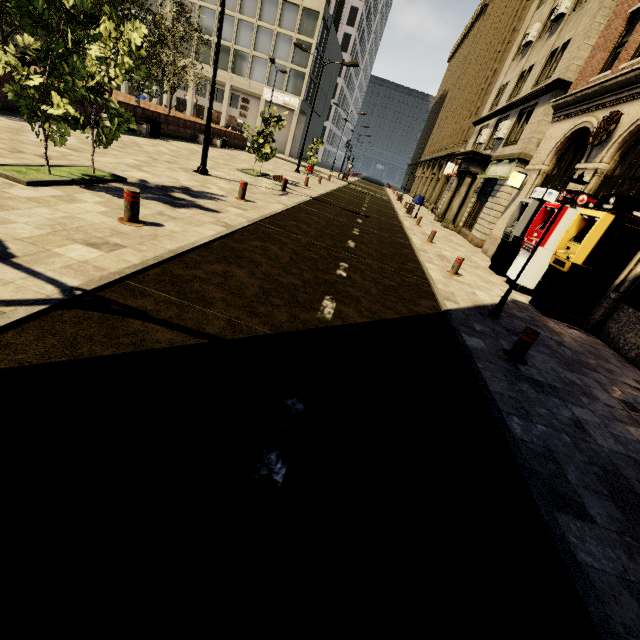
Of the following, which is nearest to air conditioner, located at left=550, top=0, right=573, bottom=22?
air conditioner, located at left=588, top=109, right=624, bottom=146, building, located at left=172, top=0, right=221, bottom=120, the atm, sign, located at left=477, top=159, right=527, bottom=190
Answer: building, located at left=172, top=0, right=221, bottom=120

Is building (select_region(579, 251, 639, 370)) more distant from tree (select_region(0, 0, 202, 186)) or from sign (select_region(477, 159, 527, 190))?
tree (select_region(0, 0, 202, 186))

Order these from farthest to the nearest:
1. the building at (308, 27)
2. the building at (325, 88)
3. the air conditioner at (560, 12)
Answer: the building at (325, 88) → the building at (308, 27) → the air conditioner at (560, 12)

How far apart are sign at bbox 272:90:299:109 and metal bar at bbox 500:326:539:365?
46.20m

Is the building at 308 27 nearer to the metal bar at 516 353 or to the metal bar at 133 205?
the metal bar at 516 353

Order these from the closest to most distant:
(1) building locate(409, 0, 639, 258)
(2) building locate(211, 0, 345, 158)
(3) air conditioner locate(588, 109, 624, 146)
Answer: (3) air conditioner locate(588, 109, 624, 146)
(1) building locate(409, 0, 639, 258)
(2) building locate(211, 0, 345, 158)

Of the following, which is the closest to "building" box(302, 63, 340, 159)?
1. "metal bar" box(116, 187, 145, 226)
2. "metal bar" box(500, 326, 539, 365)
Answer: "metal bar" box(500, 326, 539, 365)

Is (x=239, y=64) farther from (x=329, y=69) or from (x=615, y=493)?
(x=615, y=493)
